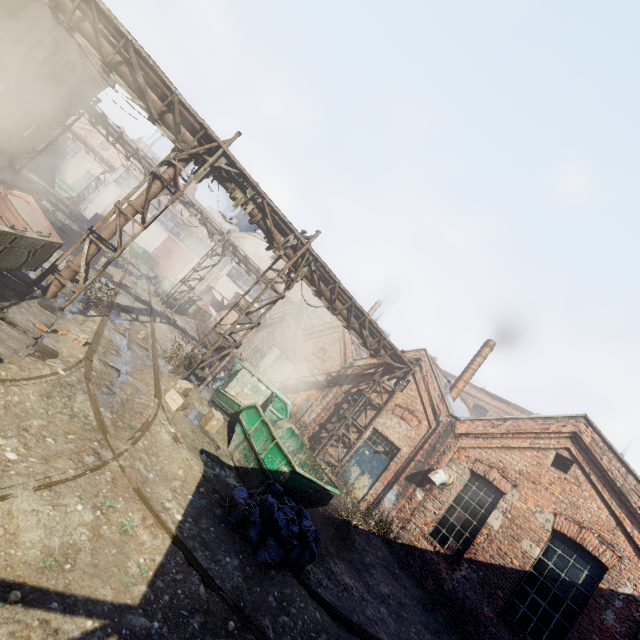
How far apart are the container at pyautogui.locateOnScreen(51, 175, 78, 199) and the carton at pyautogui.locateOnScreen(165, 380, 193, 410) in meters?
36.9

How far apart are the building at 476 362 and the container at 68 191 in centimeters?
4140cm

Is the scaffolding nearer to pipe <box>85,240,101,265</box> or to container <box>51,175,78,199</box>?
pipe <box>85,240,101,265</box>

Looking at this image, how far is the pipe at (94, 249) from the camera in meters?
8.9

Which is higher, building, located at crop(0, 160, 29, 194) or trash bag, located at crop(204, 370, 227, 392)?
building, located at crop(0, 160, 29, 194)

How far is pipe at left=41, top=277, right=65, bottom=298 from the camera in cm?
866

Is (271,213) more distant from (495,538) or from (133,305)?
(495,538)

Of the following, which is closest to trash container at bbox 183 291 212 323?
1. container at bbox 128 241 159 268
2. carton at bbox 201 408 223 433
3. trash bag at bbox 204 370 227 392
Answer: container at bbox 128 241 159 268
